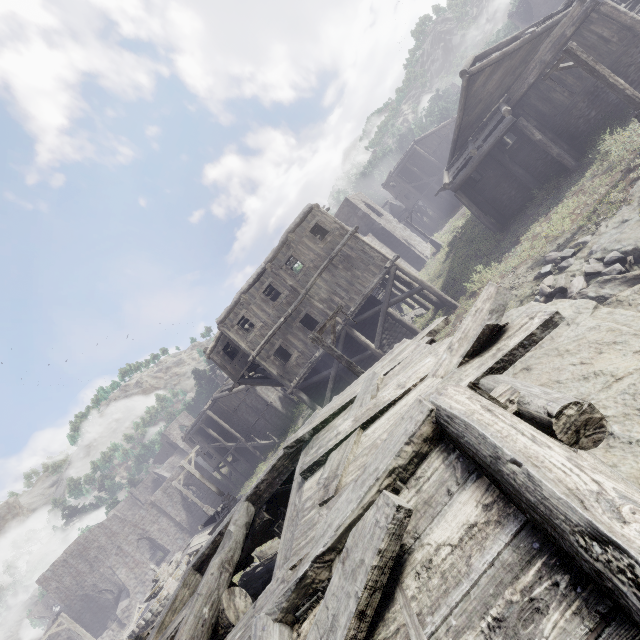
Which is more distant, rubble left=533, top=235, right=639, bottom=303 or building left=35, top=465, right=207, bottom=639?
building left=35, top=465, right=207, bottom=639

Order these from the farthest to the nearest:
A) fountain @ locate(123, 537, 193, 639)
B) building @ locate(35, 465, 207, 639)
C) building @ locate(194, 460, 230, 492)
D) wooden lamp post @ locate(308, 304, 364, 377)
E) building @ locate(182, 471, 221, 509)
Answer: building @ locate(194, 460, 230, 492) → building @ locate(182, 471, 221, 509) → building @ locate(35, 465, 207, 639) → fountain @ locate(123, 537, 193, 639) → wooden lamp post @ locate(308, 304, 364, 377)

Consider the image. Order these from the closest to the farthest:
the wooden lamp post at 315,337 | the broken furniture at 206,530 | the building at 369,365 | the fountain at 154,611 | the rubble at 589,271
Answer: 1. the building at 369,365
2. the rubble at 589,271
3. the wooden lamp post at 315,337
4. the fountain at 154,611
5. the broken furniture at 206,530

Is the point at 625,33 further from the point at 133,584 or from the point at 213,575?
the point at 133,584

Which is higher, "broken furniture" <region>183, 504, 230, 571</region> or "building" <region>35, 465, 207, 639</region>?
"building" <region>35, 465, 207, 639</region>

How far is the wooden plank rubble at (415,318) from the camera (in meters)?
22.06

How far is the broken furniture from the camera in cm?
1991

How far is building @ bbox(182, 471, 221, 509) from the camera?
41.78m
